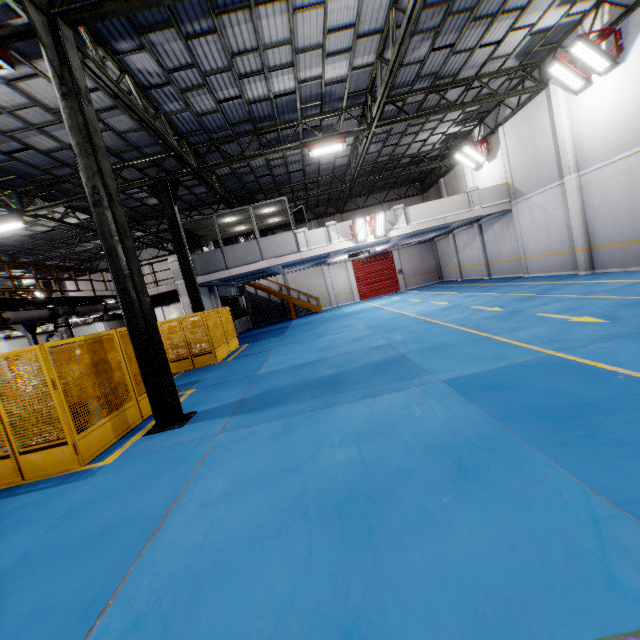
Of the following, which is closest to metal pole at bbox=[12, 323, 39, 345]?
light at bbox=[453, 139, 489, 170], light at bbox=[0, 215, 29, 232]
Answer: light at bbox=[0, 215, 29, 232]

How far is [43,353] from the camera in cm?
545

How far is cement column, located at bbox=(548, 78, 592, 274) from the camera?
12.8 meters

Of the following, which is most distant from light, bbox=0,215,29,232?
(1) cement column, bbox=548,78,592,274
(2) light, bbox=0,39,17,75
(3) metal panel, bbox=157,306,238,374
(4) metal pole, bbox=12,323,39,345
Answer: (1) cement column, bbox=548,78,592,274

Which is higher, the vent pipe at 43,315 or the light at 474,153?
the light at 474,153

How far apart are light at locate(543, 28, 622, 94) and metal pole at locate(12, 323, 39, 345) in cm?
2093

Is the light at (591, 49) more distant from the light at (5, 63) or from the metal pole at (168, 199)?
the light at (5, 63)

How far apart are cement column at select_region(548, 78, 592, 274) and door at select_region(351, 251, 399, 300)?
15.66m
